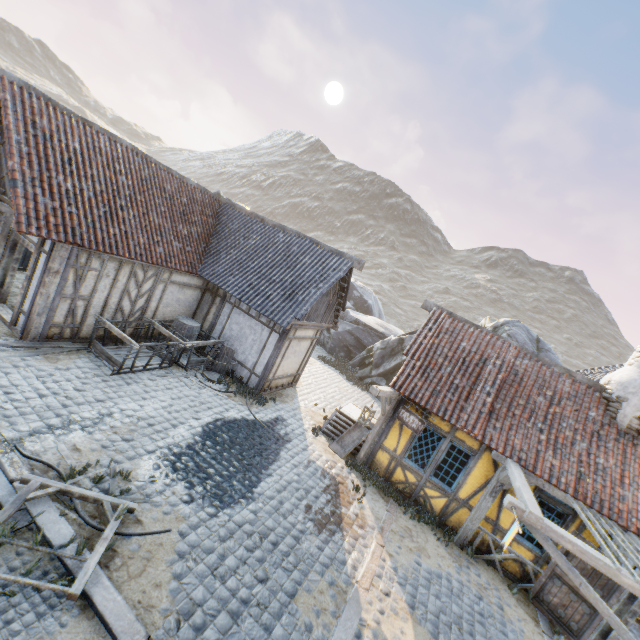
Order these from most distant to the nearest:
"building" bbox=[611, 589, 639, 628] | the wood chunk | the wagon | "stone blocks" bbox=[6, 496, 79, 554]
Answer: the wagon
the wood chunk
"building" bbox=[611, 589, 639, 628]
"stone blocks" bbox=[6, 496, 79, 554]

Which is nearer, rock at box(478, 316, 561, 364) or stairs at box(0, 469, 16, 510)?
stairs at box(0, 469, 16, 510)

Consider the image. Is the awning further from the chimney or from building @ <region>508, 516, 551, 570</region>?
the chimney

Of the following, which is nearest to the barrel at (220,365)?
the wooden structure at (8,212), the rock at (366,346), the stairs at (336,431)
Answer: the stairs at (336,431)

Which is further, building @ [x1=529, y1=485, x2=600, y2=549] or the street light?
the street light

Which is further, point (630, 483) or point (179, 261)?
point (179, 261)

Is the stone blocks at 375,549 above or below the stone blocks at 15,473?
below

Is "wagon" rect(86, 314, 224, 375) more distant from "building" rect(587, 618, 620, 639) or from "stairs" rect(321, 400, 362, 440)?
"building" rect(587, 618, 620, 639)
